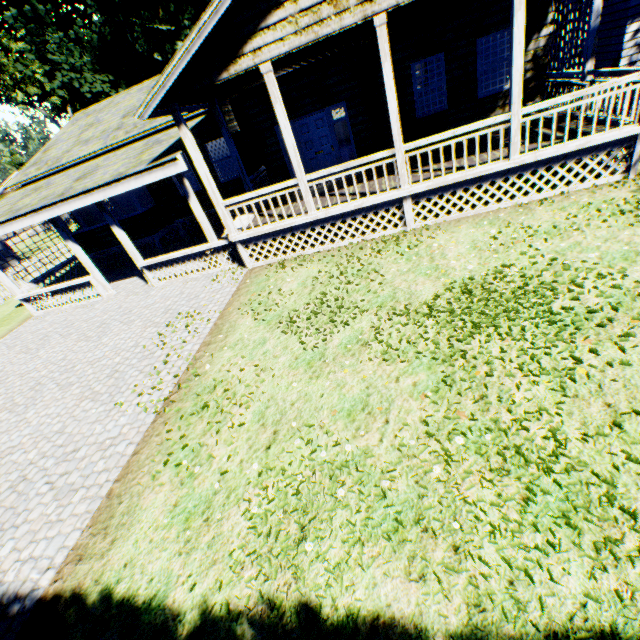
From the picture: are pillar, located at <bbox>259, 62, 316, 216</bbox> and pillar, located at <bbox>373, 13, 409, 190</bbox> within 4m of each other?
yes

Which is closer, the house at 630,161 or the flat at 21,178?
the flat at 21,178

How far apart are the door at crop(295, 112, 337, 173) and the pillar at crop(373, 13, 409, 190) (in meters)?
4.13

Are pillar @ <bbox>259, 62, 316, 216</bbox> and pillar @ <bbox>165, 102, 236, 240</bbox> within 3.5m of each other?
yes

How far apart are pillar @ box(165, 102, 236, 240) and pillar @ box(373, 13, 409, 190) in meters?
4.8

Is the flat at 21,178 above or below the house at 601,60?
above

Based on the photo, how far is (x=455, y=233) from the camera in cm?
782

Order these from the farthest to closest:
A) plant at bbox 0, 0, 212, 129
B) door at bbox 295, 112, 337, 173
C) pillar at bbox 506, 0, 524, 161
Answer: plant at bbox 0, 0, 212, 129, door at bbox 295, 112, 337, 173, pillar at bbox 506, 0, 524, 161
